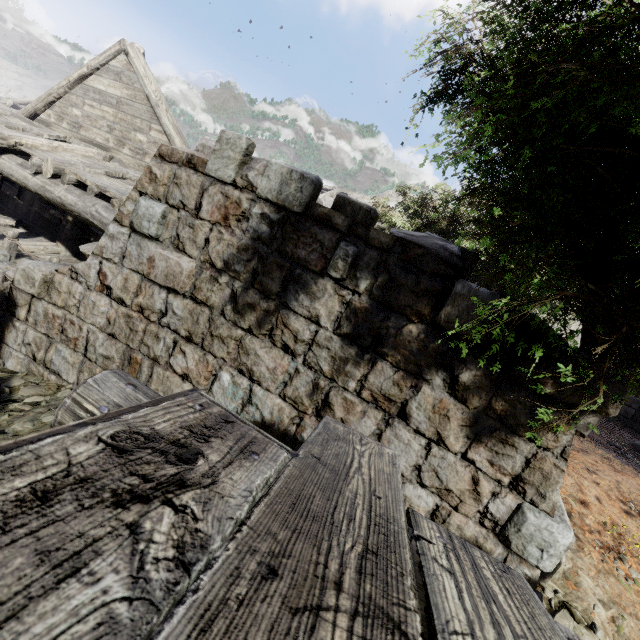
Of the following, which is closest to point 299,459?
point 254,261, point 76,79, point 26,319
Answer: point 254,261

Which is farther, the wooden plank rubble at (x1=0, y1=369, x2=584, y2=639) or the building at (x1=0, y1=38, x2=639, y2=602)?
the building at (x1=0, y1=38, x2=639, y2=602)

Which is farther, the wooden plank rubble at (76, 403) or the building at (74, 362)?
the building at (74, 362)
